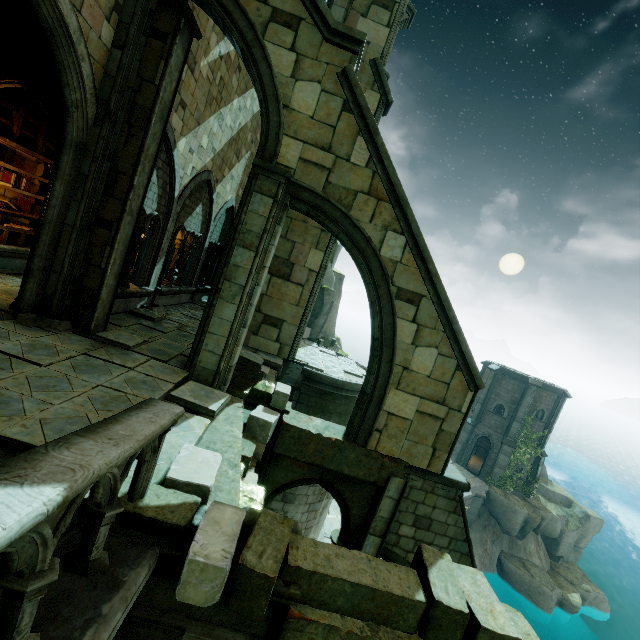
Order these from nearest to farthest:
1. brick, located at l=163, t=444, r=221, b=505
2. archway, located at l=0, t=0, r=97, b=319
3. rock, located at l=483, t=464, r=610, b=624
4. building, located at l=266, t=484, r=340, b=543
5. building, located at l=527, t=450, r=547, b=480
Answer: brick, located at l=163, t=444, r=221, b=505
archway, located at l=0, t=0, r=97, b=319
building, located at l=266, t=484, r=340, b=543
rock, located at l=483, t=464, r=610, b=624
building, located at l=527, t=450, r=547, b=480

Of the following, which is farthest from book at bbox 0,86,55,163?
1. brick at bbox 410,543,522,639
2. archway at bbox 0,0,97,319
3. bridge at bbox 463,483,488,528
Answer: bridge at bbox 463,483,488,528

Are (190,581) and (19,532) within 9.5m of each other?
yes

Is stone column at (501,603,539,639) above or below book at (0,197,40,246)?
below

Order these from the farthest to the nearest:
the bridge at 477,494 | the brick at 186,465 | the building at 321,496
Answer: the bridge at 477,494 → the building at 321,496 → the brick at 186,465

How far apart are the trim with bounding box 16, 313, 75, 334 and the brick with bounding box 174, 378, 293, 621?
3.9 meters

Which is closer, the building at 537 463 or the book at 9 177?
the book at 9 177

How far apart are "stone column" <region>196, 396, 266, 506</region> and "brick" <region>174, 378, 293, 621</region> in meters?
0.0 m
